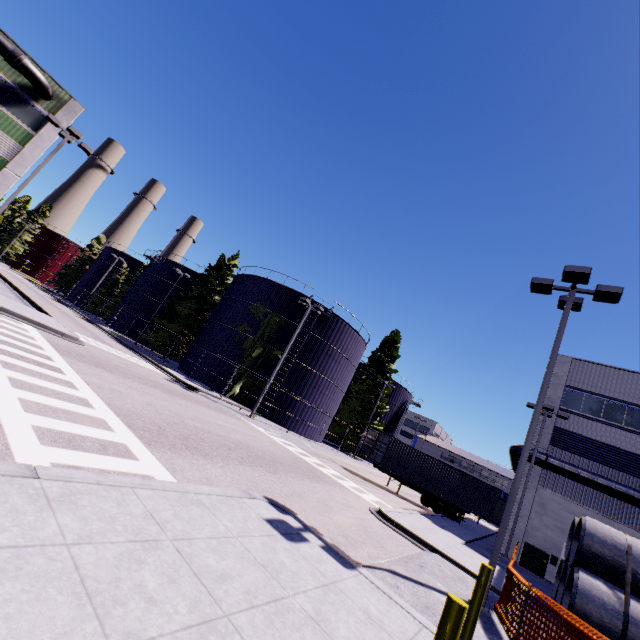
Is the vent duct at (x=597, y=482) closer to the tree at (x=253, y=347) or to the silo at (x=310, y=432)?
the silo at (x=310, y=432)

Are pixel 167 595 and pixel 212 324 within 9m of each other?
no

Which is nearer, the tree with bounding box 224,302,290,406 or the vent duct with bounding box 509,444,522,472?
the vent duct with bounding box 509,444,522,472

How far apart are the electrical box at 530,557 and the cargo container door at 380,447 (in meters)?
9.67

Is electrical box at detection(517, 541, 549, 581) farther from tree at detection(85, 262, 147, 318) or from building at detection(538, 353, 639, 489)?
tree at detection(85, 262, 147, 318)

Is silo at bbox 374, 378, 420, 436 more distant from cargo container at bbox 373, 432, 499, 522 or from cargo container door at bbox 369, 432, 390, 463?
cargo container door at bbox 369, 432, 390, 463

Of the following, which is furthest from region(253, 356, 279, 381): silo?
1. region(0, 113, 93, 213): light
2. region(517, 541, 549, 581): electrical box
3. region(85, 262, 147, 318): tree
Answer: region(517, 541, 549, 581): electrical box

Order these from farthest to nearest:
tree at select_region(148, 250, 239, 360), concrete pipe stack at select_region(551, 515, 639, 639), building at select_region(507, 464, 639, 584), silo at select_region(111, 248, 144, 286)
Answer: silo at select_region(111, 248, 144, 286) → tree at select_region(148, 250, 239, 360) → building at select_region(507, 464, 639, 584) → concrete pipe stack at select_region(551, 515, 639, 639)
